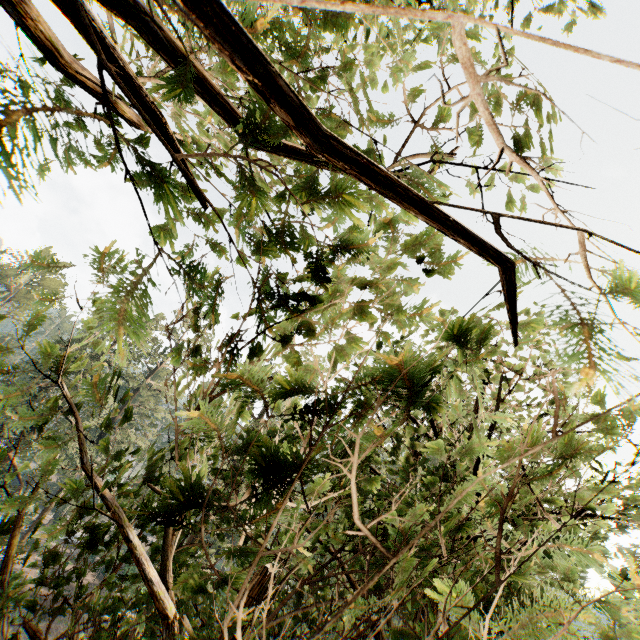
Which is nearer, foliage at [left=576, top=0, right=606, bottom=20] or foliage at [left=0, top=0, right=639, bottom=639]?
foliage at [left=0, top=0, right=639, bottom=639]

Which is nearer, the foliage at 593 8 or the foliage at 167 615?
the foliage at 167 615

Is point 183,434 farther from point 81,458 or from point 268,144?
point 268,144

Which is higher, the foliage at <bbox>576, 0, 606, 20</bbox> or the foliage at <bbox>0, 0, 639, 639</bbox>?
the foliage at <bbox>576, 0, 606, 20</bbox>

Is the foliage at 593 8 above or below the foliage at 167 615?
above
